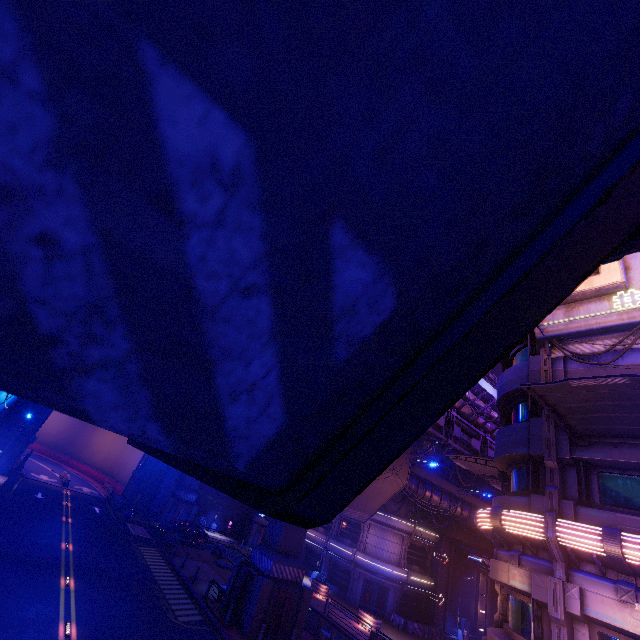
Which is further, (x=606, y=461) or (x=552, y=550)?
(x=606, y=461)

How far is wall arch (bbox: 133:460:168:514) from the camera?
39.81m

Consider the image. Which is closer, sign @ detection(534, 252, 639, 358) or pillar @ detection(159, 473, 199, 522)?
sign @ detection(534, 252, 639, 358)

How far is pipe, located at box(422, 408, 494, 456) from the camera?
23.1 meters

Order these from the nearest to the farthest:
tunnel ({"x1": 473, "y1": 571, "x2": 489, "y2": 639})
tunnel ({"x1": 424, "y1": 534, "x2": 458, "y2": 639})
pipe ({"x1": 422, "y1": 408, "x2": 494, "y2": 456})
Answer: pipe ({"x1": 422, "y1": 408, "x2": 494, "y2": 456}) → tunnel ({"x1": 424, "y1": 534, "x2": 458, "y2": 639}) → tunnel ({"x1": 473, "y1": 571, "x2": 489, "y2": 639})

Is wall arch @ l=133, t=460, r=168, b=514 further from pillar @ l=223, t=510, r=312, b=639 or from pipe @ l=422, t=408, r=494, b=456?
pillar @ l=223, t=510, r=312, b=639

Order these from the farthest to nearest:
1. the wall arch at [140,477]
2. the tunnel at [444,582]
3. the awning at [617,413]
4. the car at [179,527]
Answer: the wall arch at [140,477]
the tunnel at [444,582]
the car at [179,527]
the awning at [617,413]

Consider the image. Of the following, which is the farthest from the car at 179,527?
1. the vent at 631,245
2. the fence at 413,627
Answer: the vent at 631,245
